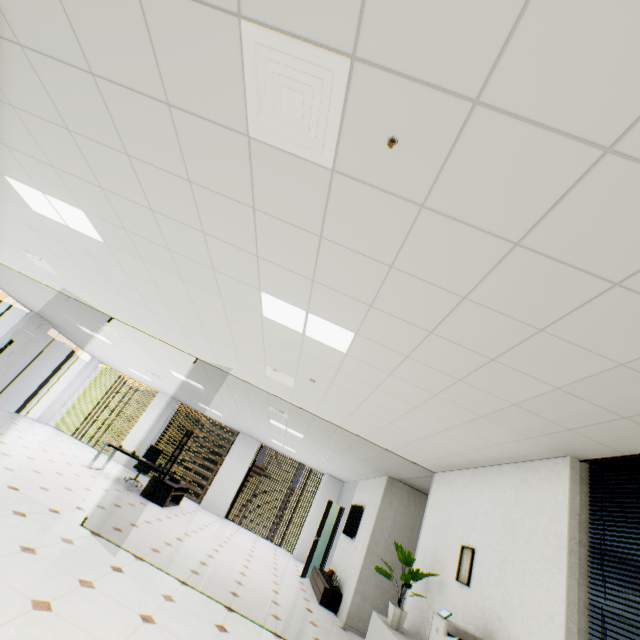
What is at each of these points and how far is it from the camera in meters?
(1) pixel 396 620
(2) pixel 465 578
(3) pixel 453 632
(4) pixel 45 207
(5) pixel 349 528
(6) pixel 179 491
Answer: (1) plant, 4.2
(2) picture, 3.8
(3) printer, 3.1
(4) light, 3.5
(5) tv, 8.9
(6) table, 10.0

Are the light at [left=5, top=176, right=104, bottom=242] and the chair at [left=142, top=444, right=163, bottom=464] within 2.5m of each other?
no

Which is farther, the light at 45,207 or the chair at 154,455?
the chair at 154,455

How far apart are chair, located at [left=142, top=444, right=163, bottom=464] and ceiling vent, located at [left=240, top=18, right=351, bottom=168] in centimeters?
1123cm

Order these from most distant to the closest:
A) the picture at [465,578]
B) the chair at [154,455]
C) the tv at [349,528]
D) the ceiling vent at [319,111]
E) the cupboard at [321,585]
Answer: the chair at [154,455], the tv at [349,528], the cupboard at [321,585], the picture at [465,578], the ceiling vent at [319,111]

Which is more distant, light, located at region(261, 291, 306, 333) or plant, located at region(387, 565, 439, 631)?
plant, located at region(387, 565, 439, 631)

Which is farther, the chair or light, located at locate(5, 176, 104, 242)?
the chair

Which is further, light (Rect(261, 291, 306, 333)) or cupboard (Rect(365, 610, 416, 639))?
cupboard (Rect(365, 610, 416, 639))
